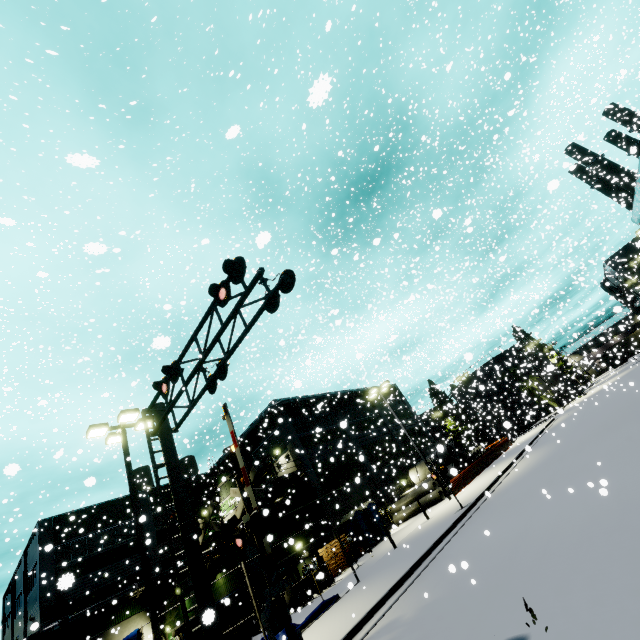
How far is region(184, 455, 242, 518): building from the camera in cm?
3612

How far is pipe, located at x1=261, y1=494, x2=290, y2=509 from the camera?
29.1m

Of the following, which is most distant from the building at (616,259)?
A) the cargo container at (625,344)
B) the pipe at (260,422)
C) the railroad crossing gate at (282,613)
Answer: the railroad crossing gate at (282,613)

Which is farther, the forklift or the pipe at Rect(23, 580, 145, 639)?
the pipe at Rect(23, 580, 145, 639)

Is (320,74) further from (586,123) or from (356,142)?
(356,142)

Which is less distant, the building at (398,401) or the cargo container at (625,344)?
the building at (398,401)

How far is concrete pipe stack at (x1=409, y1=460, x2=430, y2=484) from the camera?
34.74m

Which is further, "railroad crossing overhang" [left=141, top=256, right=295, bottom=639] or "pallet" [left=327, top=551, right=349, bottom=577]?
"pallet" [left=327, top=551, right=349, bottom=577]
